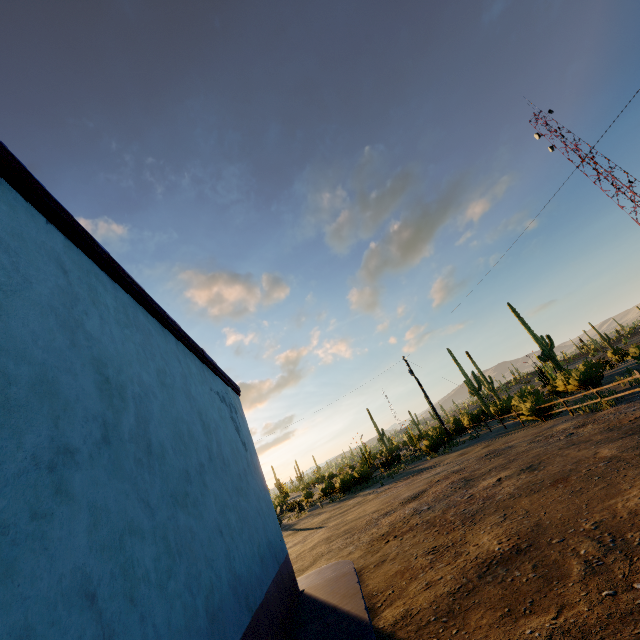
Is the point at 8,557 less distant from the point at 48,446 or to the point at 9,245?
the point at 48,446

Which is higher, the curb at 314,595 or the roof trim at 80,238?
the roof trim at 80,238

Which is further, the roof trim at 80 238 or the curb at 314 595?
the curb at 314 595

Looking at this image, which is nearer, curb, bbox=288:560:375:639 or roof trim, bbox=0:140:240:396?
roof trim, bbox=0:140:240:396

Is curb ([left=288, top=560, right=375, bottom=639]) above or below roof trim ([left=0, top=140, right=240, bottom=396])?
below
